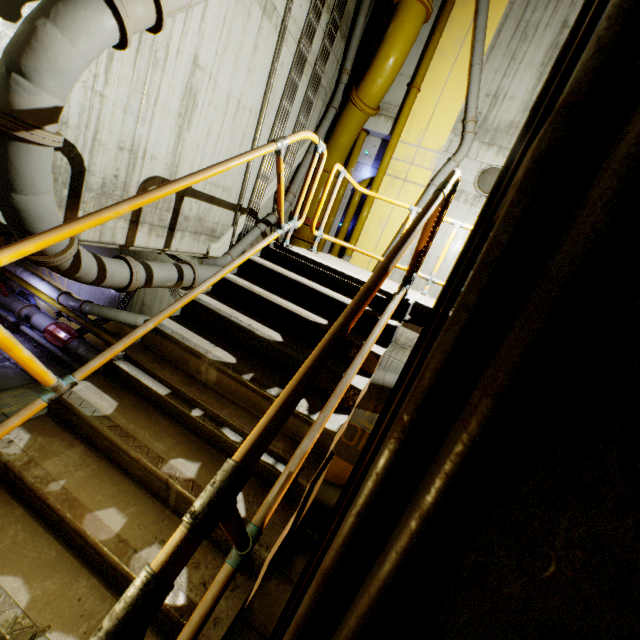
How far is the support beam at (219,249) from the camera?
7.68m

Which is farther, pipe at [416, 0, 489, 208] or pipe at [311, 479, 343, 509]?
pipe at [311, 479, 343, 509]

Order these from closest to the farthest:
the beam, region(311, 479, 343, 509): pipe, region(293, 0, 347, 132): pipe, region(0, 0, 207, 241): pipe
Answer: the beam → region(0, 0, 207, 241): pipe → region(293, 0, 347, 132): pipe → region(311, 479, 343, 509): pipe

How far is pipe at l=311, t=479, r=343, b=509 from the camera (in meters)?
9.98

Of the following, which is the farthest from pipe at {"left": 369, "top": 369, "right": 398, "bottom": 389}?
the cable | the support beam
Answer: the cable

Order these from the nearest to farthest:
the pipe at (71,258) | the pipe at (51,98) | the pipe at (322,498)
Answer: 1. the pipe at (51,98)
2. the pipe at (71,258)
3. the pipe at (322,498)

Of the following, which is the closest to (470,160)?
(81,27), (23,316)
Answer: (81,27)

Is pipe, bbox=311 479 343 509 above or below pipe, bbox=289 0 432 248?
below
